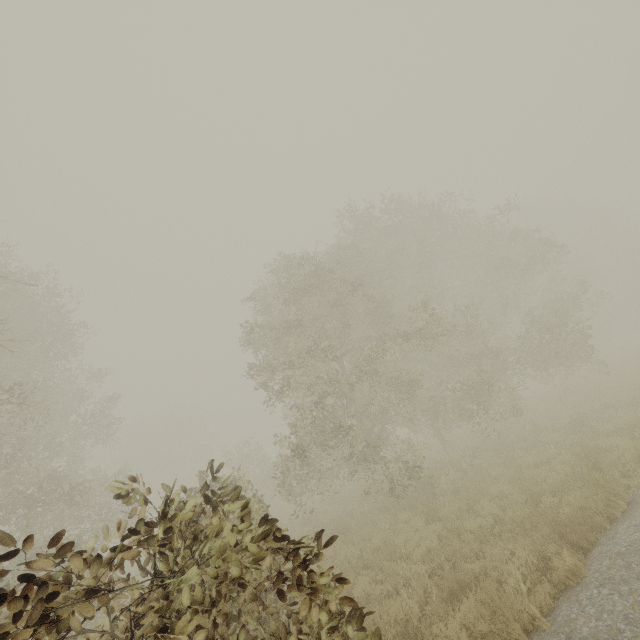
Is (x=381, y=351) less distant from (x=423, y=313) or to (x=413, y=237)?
(x=423, y=313)
